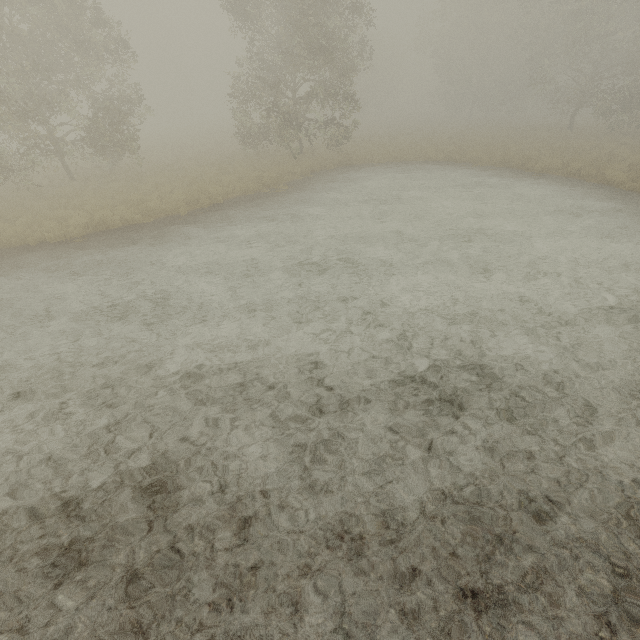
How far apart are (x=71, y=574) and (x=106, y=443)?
1.6m
